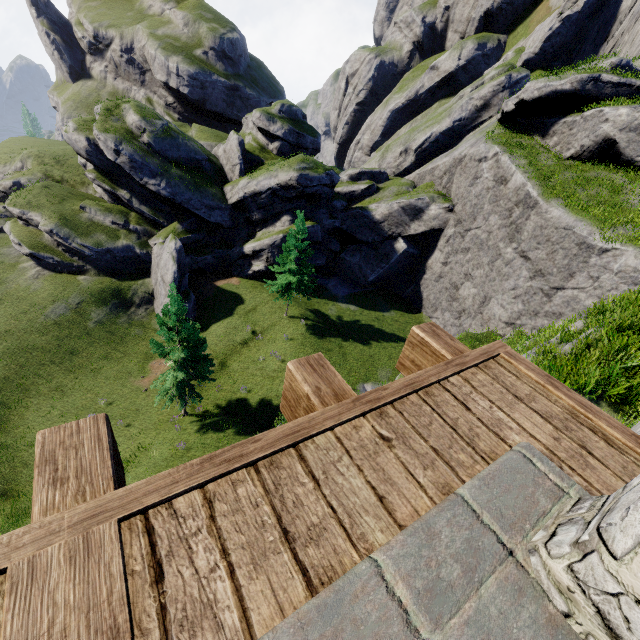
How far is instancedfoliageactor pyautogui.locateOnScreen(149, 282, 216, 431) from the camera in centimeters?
1869cm

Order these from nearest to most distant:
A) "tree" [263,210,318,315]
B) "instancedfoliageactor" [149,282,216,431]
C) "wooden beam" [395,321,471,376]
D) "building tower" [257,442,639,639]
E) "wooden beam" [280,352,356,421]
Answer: "building tower" [257,442,639,639]
"wooden beam" [280,352,356,421]
"wooden beam" [395,321,471,376]
"instancedfoliageactor" [149,282,216,431]
"tree" [263,210,318,315]

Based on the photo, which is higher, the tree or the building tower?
the building tower

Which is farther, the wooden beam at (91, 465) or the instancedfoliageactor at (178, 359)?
the instancedfoliageactor at (178, 359)

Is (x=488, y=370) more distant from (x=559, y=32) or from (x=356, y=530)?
(x=559, y=32)

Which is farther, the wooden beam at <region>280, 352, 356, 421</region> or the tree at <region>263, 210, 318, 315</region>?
the tree at <region>263, 210, 318, 315</region>

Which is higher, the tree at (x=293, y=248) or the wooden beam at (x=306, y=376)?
the wooden beam at (x=306, y=376)

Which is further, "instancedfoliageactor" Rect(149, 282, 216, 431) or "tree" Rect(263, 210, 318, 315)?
"tree" Rect(263, 210, 318, 315)
